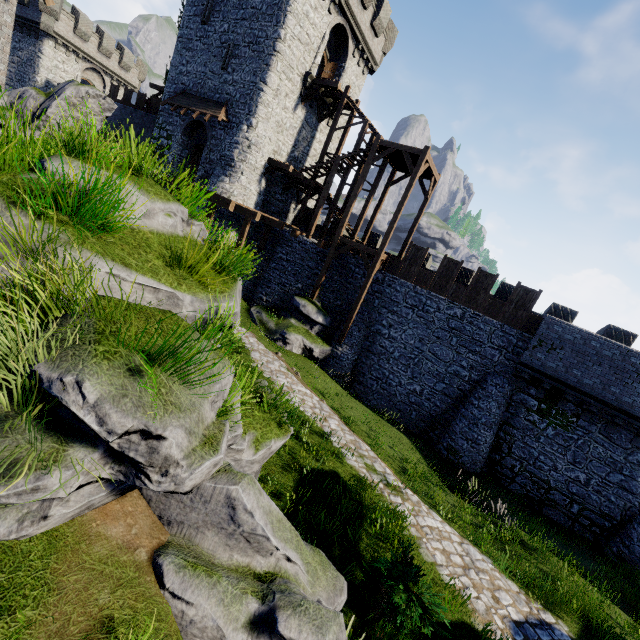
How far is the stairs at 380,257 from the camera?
18.73m

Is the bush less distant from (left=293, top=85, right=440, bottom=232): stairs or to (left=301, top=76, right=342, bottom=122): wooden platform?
(left=293, top=85, right=440, bottom=232): stairs

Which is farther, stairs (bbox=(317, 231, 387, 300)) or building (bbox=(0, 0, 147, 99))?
stairs (bbox=(317, 231, 387, 300))

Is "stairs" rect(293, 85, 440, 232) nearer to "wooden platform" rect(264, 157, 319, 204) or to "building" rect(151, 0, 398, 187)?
"wooden platform" rect(264, 157, 319, 204)

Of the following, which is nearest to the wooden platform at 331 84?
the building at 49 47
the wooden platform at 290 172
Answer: the wooden platform at 290 172

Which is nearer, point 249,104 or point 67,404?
point 67,404

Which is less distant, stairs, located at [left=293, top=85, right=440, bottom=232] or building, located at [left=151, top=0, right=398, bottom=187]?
stairs, located at [left=293, top=85, right=440, bottom=232]

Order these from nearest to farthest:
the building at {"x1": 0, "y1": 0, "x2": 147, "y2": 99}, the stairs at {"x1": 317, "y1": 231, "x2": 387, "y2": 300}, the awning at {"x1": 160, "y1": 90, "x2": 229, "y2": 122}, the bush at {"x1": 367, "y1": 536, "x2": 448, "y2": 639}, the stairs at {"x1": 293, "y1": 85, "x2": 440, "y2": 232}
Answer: the bush at {"x1": 367, "y1": 536, "x2": 448, "y2": 639} → the building at {"x1": 0, "y1": 0, "x2": 147, "y2": 99} → the stairs at {"x1": 293, "y1": 85, "x2": 440, "y2": 232} → the stairs at {"x1": 317, "y1": 231, "x2": 387, "y2": 300} → the awning at {"x1": 160, "y1": 90, "x2": 229, "y2": 122}
